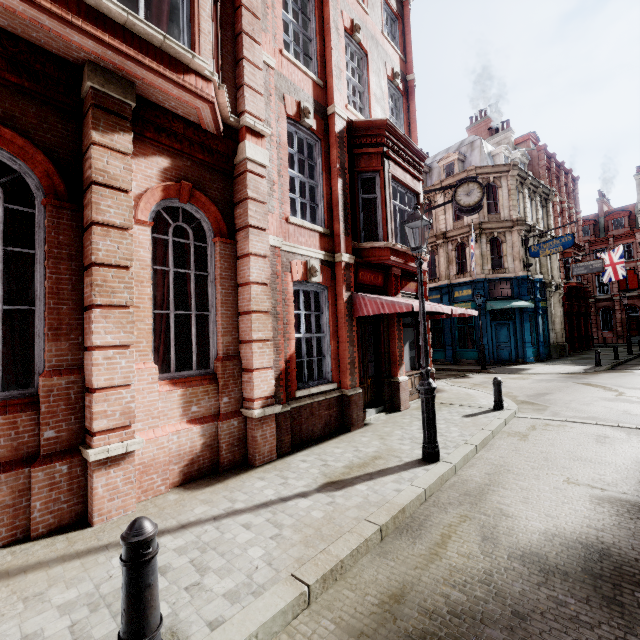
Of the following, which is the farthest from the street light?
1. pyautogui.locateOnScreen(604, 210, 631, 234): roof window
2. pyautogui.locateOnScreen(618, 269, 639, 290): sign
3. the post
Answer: pyautogui.locateOnScreen(604, 210, 631, 234): roof window

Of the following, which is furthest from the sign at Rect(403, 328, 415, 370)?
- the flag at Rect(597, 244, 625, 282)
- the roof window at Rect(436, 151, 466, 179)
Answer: the flag at Rect(597, 244, 625, 282)

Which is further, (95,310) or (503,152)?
(503,152)

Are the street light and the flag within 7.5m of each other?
no

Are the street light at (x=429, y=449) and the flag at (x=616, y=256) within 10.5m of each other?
no

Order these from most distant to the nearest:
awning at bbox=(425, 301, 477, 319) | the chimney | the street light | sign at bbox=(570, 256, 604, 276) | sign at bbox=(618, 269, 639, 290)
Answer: sign at bbox=(618, 269, 639, 290) < the chimney < sign at bbox=(570, 256, 604, 276) < awning at bbox=(425, 301, 477, 319) < the street light

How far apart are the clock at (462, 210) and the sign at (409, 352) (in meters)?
4.19

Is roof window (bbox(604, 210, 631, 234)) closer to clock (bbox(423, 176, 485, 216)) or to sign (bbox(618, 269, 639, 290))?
sign (bbox(618, 269, 639, 290))
